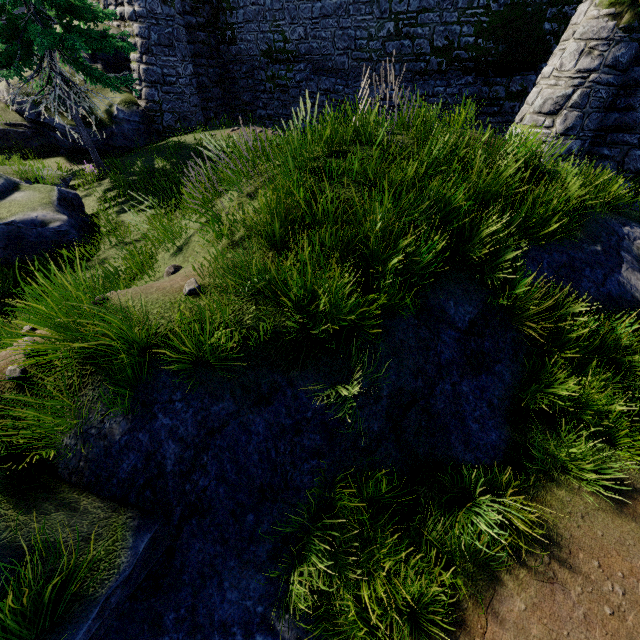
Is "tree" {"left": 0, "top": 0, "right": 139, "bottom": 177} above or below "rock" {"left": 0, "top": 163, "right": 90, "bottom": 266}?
above

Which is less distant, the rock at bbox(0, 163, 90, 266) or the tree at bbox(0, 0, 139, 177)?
the rock at bbox(0, 163, 90, 266)

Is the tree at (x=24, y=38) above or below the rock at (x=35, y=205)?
above

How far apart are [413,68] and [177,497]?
19.2m

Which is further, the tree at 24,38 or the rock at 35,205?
the tree at 24,38
